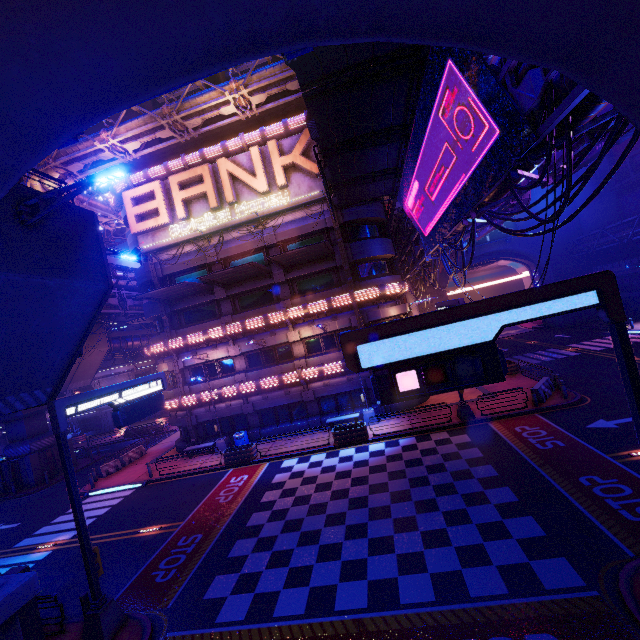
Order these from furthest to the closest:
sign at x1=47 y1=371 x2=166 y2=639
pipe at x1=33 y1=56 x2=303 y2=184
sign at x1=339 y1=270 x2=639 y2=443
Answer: pipe at x1=33 y1=56 x2=303 y2=184 < sign at x1=47 y1=371 x2=166 y2=639 < sign at x1=339 y1=270 x2=639 y2=443

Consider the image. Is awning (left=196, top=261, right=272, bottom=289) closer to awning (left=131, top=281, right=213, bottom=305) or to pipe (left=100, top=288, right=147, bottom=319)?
awning (left=131, top=281, right=213, bottom=305)

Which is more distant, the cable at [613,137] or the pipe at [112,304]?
the pipe at [112,304]

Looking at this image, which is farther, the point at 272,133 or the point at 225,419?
the point at 225,419

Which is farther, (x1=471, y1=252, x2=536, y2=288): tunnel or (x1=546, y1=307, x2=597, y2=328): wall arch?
(x1=471, y1=252, x2=536, y2=288): tunnel

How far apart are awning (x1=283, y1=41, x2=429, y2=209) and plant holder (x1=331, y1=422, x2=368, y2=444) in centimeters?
1556cm

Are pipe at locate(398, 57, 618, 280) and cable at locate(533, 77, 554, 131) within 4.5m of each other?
yes

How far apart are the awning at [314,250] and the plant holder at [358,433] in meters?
11.5
